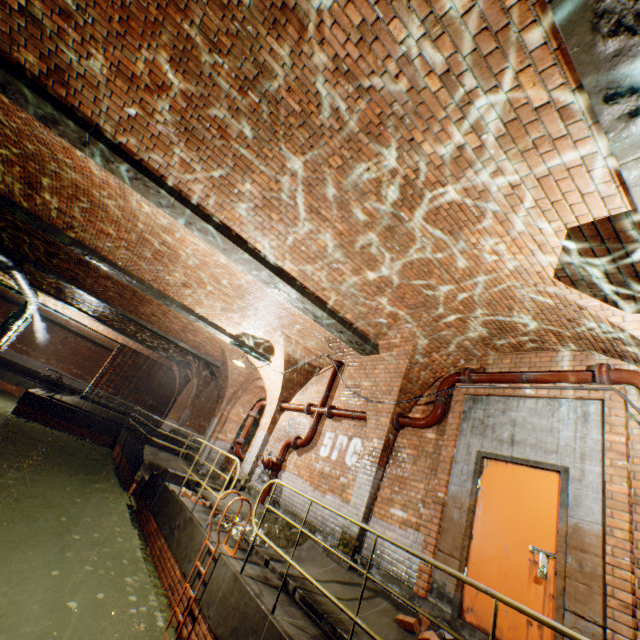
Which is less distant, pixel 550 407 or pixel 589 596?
pixel 589 596

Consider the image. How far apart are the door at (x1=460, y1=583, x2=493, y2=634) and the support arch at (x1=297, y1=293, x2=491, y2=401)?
1.82m

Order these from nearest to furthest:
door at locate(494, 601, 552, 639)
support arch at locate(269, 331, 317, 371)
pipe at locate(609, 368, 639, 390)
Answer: door at locate(494, 601, 552, 639)
pipe at locate(609, 368, 639, 390)
support arch at locate(269, 331, 317, 371)

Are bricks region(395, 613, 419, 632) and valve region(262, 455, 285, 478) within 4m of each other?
no

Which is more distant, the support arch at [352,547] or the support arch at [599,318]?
the support arch at [352,547]

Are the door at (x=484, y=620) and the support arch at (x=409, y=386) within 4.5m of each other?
yes

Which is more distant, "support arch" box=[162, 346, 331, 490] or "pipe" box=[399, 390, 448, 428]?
"support arch" box=[162, 346, 331, 490]

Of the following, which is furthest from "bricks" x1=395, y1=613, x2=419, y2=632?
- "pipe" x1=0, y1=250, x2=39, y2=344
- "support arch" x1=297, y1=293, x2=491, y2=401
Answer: "pipe" x1=0, y1=250, x2=39, y2=344
